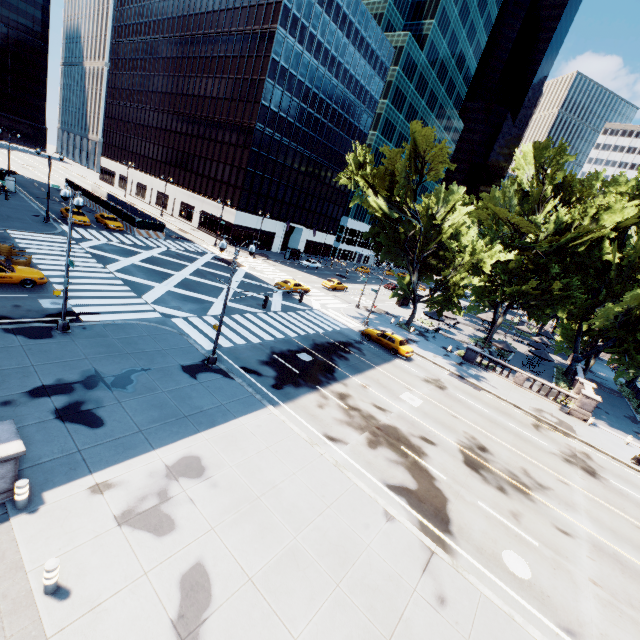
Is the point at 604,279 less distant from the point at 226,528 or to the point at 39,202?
the point at 226,528

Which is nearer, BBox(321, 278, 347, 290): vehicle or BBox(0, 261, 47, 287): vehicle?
BBox(0, 261, 47, 287): vehicle

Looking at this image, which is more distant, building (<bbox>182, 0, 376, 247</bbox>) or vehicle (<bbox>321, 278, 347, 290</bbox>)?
building (<bbox>182, 0, 376, 247</bbox>)

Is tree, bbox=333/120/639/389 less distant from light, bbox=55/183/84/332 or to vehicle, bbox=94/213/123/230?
light, bbox=55/183/84/332

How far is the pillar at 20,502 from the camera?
8.53m

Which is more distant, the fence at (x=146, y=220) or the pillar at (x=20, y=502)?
the fence at (x=146, y=220)

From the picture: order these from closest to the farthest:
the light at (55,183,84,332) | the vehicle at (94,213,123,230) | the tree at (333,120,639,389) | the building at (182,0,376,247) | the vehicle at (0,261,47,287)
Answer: the light at (55,183,84,332) < the vehicle at (0,261,47,287) < the tree at (333,120,639,389) < the vehicle at (94,213,123,230) < the building at (182,0,376,247)

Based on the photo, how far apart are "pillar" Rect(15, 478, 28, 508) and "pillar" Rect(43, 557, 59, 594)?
2.4 meters
